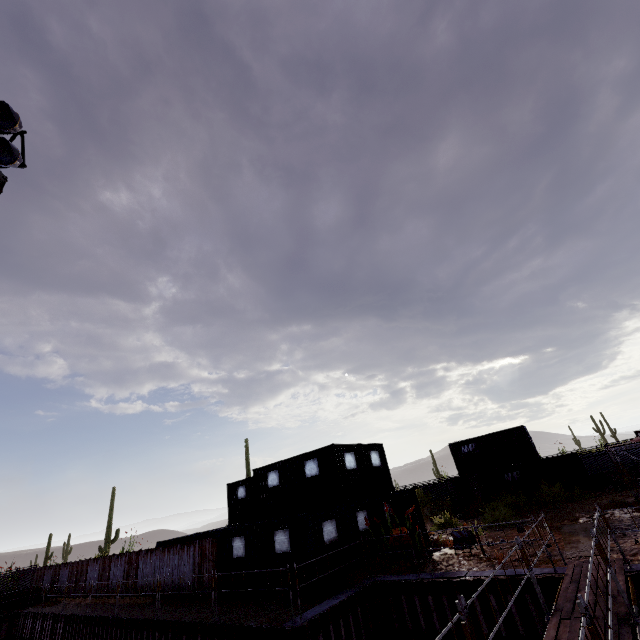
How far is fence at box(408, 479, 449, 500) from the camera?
30.3m

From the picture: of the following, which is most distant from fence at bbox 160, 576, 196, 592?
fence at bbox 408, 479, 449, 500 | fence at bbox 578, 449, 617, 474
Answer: fence at bbox 578, 449, 617, 474

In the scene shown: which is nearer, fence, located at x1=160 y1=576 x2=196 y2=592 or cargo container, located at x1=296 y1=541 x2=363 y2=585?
cargo container, located at x1=296 y1=541 x2=363 y2=585

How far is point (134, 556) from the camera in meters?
19.7

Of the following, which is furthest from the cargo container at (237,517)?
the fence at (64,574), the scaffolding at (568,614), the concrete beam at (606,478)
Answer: the scaffolding at (568,614)

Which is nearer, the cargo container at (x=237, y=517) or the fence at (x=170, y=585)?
the cargo container at (x=237, y=517)

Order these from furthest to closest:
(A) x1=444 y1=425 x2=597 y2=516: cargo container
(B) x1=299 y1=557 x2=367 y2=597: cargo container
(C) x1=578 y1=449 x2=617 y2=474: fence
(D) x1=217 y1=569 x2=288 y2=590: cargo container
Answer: (C) x1=578 y1=449 x2=617 y2=474: fence
(A) x1=444 y1=425 x2=597 y2=516: cargo container
(D) x1=217 y1=569 x2=288 y2=590: cargo container
(B) x1=299 y1=557 x2=367 y2=597: cargo container

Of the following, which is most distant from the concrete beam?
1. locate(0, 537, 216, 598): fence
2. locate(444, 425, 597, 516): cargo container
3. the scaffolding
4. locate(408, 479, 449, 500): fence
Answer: locate(0, 537, 216, 598): fence
